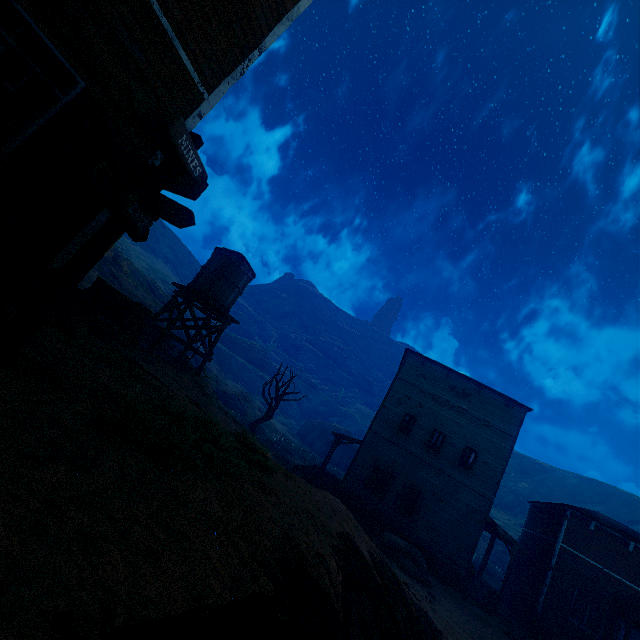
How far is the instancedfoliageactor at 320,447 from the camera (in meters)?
47.62

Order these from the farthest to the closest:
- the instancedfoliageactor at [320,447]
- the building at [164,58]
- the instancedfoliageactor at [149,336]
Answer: the instancedfoliageactor at [320,447], the instancedfoliageactor at [149,336], the building at [164,58]

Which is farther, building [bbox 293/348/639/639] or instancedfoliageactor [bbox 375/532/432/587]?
building [bbox 293/348/639/639]

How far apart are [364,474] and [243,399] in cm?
2342

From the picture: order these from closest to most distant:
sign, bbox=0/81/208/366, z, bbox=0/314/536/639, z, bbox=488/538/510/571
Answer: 1. z, bbox=0/314/536/639
2. sign, bbox=0/81/208/366
3. z, bbox=488/538/510/571

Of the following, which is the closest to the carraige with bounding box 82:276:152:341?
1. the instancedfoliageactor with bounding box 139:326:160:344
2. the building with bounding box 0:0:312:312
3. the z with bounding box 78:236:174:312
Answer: the building with bounding box 0:0:312:312

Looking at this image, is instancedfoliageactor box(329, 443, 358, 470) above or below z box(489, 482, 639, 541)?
below

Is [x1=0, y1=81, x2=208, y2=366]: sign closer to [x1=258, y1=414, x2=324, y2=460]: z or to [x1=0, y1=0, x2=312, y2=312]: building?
[x1=258, y1=414, x2=324, y2=460]: z
